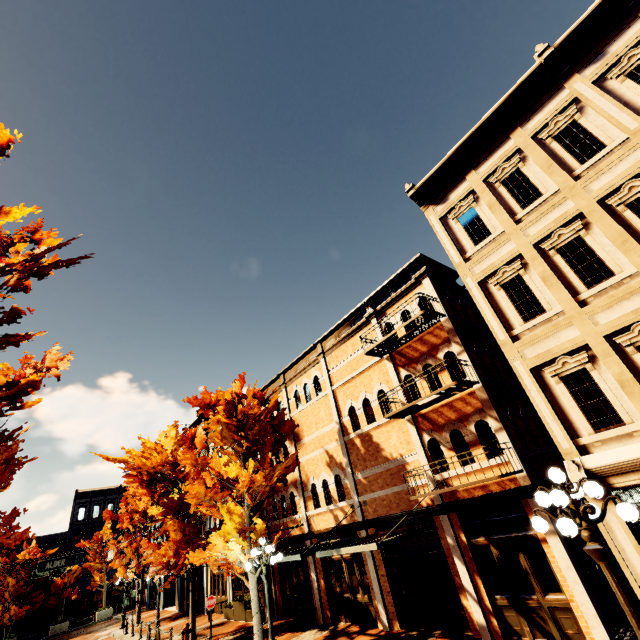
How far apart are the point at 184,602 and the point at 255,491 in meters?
19.8

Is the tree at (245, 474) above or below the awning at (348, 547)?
above

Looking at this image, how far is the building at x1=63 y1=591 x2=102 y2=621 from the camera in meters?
36.6

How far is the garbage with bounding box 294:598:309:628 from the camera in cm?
1408

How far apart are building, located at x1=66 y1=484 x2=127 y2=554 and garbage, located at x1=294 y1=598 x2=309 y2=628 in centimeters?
3987cm

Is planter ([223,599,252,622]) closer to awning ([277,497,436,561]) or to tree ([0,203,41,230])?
tree ([0,203,41,230])

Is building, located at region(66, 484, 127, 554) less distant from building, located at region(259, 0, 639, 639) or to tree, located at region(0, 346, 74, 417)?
tree, located at region(0, 346, 74, 417)

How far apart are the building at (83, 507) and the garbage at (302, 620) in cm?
3987
